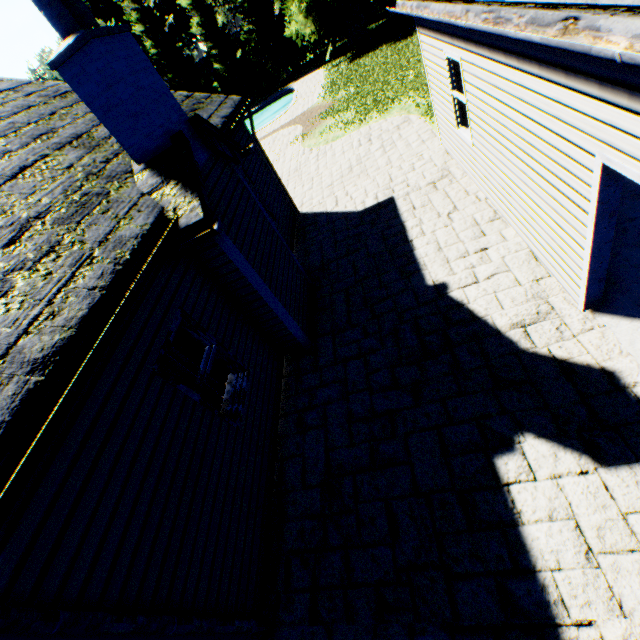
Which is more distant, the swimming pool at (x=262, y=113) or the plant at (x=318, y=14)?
the swimming pool at (x=262, y=113)

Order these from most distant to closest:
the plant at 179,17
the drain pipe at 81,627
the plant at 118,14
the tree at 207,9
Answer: the plant at 179,17, the plant at 118,14, the tree at 207,9, the drain pipe at 81,627

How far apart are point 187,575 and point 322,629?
1.6 meters

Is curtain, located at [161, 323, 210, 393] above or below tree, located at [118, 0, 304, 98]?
below

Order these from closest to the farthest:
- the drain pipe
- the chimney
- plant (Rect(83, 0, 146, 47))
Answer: the drain pipe → the chimney → plant (Rect(83, 0, 146, 47))

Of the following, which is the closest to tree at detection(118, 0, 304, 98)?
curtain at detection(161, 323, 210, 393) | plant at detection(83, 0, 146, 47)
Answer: plant at detection(83, 0, 146, 47)

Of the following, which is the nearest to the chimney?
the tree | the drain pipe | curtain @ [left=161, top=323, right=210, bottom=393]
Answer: curtain @ [left=161, top=323, right=210, bottom=393]

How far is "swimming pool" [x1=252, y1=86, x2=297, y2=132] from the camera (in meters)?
24.82
